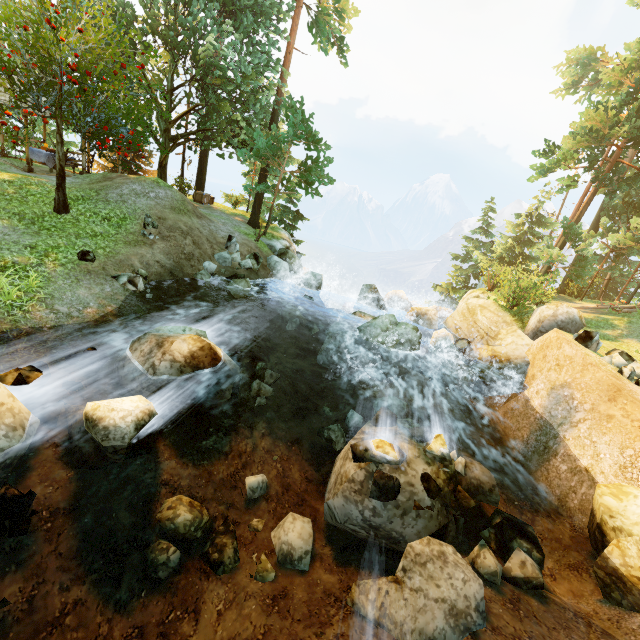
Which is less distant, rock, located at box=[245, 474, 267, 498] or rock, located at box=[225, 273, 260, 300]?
rock, located at box=[245, 474, 267, 498]

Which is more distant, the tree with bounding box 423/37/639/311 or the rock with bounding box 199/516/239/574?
the tree with bounding box 423/37/639/311

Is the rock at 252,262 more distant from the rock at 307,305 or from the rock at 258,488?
the rock at 258,488

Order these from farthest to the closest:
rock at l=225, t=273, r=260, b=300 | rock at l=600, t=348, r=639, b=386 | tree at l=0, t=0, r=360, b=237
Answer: rock at l=225, t=273, r=260, b=300, tree at l=0, t=0, r=360, b=237, rock at l=600, t=348, r=639, b=386

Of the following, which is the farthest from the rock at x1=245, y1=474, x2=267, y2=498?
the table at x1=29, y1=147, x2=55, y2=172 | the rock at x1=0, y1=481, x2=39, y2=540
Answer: the table at x1=29, y1=147, x2=55, y2=172

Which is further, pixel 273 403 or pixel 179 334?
pixel 273 403

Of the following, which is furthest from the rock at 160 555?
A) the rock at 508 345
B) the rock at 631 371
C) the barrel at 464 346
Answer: the rock at 631 371

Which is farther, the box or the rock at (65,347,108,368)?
the box
